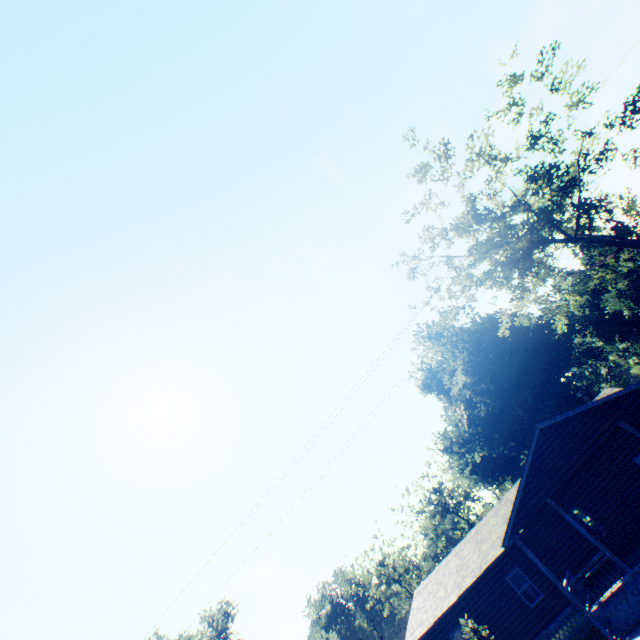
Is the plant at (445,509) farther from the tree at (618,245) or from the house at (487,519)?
the house at (487,519)

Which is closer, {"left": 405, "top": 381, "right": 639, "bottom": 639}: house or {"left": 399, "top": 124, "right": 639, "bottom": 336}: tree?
{"left": 405, "top": 381, "right": 639, "bottom": 639}: house

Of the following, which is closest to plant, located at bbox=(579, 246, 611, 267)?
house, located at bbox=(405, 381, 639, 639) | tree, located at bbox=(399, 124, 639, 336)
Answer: tree, located at bbox=(399, 124, 639, 336)

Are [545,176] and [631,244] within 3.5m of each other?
no

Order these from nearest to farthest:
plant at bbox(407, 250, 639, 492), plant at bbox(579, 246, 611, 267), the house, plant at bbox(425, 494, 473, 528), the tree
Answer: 1. the house
2. the tree
3. plant at bbox(407, 250, 639, 492)
4. plant at bbox(579, 246, 611, 267)
5. plant at bbox(425, 494, 473, 528)

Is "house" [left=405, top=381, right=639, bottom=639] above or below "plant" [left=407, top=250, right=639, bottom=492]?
below

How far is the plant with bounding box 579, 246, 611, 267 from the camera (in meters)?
53.88
